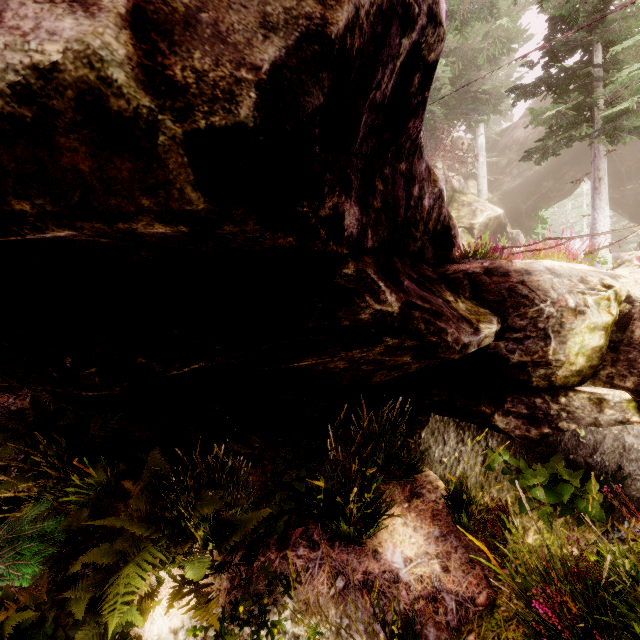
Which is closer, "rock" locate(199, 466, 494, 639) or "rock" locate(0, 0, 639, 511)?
"rock" locate(0, 0, 639, 511)

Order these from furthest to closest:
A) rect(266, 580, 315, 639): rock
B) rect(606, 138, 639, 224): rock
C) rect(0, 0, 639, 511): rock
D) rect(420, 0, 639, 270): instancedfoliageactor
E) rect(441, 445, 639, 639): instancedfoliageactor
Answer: rect(606, 138, 639, 224): rock
rect(420, 0, 639, 270): instancedfoliageactor
rect(266, 580, 315, 639): rock
rect(441, 445, 639, 639): instancedfoliageactor
rect(0, 0, 639, 511): rock

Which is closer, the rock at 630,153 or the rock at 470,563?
the rock at 470,563

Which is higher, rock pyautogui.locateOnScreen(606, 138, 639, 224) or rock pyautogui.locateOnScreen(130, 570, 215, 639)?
rock pyautogui.locateOnScreen(606, 138, 639, 224)

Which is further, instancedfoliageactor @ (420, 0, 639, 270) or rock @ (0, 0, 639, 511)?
instancedfoliageactor @ (420, 0, 639, 270)

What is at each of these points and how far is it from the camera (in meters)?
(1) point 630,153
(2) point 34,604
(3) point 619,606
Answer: (1) rock, 22.33
(2) instancedfoliageactor, 2.92
(3) instancedfoliageactor, 2.41
